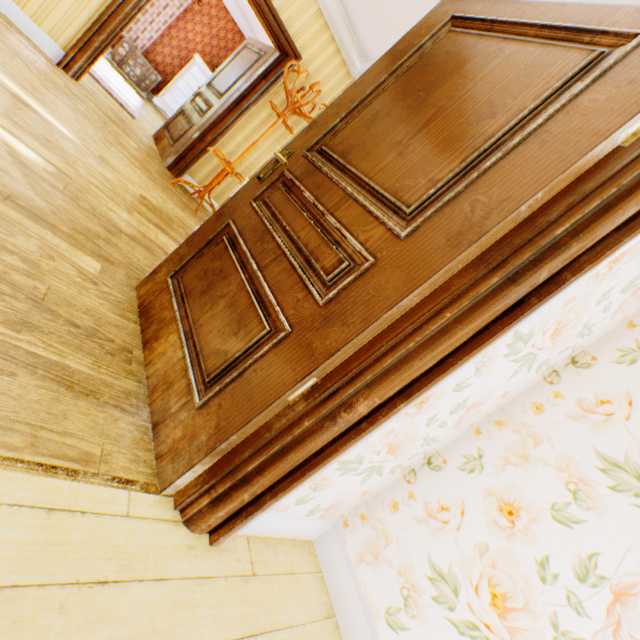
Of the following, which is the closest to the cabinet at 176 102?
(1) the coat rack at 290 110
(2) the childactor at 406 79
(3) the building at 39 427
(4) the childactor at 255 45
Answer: (3) the building at 39 427

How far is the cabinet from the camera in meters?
7.9 m

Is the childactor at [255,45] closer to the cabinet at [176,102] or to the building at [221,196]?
the building at [221,196]

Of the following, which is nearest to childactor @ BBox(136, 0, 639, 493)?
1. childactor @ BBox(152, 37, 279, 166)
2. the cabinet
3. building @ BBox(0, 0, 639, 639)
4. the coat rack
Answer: building @ BBox(0, 0, 639, 639)

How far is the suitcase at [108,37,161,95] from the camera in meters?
7.5

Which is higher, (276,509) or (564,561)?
(564,561)

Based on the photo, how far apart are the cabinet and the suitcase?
0.2 meters

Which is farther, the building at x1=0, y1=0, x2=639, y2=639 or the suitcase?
the suitcase
